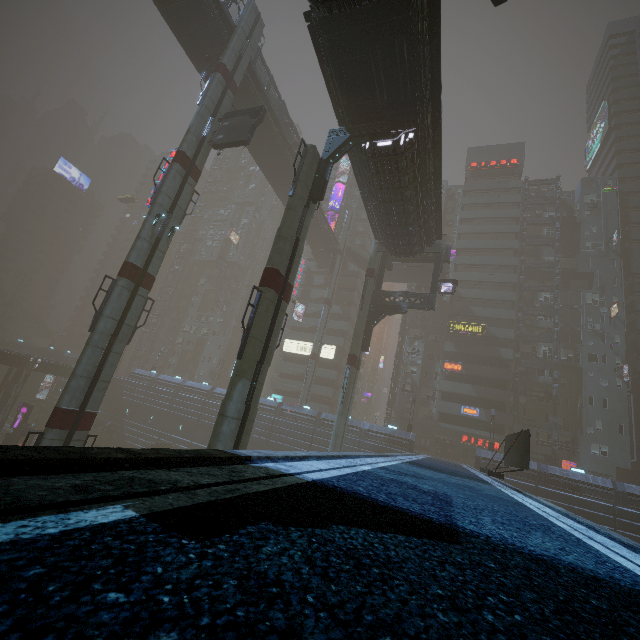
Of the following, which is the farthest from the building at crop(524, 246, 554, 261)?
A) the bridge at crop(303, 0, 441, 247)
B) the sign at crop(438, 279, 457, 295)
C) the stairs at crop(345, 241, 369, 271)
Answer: the sign at crop(438, 279, 457, 295)

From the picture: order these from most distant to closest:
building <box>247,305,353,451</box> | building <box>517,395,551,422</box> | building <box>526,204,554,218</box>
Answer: building <box>526,204,554,218</box>
building <box>517,395,551,422</box>
building <box>247,305,353,451</box>

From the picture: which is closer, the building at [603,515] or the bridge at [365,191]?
the bridge at [365,191]

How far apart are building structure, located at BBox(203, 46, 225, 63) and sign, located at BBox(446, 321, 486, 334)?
40.7 meters

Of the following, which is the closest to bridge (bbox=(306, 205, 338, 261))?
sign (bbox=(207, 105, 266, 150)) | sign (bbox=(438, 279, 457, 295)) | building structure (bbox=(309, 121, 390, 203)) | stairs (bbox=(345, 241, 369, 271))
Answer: stairs (bbox=(345, 241, 369, 271))

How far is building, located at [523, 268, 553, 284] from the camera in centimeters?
5072cm

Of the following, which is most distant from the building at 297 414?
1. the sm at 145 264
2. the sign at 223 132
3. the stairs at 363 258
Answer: the sign at 223 132

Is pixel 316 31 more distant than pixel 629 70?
No
